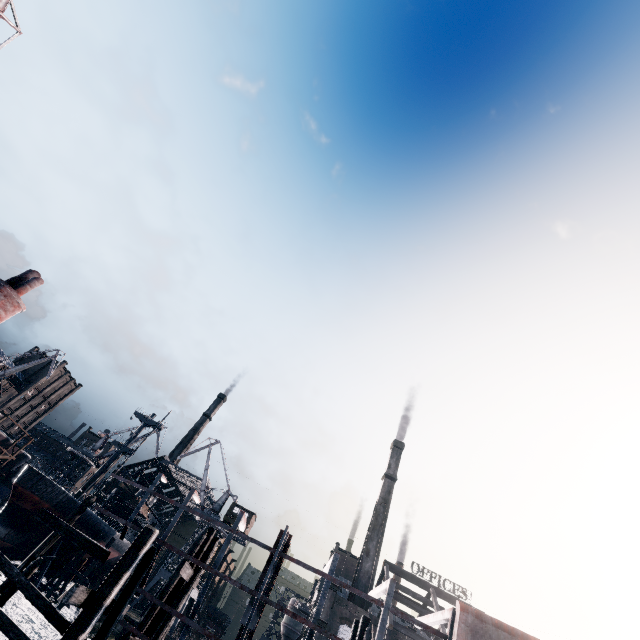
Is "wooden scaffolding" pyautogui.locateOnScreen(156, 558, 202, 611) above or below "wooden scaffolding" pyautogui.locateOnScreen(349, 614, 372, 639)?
below

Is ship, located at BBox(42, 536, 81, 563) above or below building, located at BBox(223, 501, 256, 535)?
below

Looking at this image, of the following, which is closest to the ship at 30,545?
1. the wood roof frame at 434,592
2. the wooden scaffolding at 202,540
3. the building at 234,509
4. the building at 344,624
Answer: the building at 344,624

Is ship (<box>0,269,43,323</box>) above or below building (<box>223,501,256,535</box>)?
below

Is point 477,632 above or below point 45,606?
above

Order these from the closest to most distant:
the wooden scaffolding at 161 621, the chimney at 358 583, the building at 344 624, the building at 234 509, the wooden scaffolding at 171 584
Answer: the wooden scaffolding at 161 621
the wooden scaffolding at 171 584
the building at 344 624
the chimney at 358 583
the building at 234 509

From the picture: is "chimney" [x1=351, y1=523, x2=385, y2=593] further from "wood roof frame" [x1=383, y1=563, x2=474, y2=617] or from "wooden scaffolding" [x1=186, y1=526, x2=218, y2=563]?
"wooden scaffolding" [x1=186, y1=526, x2=218, y2=563]

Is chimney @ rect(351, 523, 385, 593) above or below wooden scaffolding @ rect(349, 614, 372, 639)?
above
